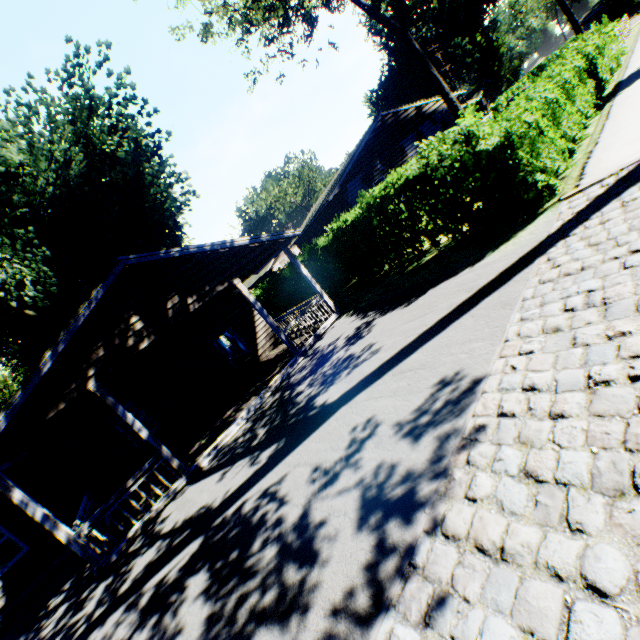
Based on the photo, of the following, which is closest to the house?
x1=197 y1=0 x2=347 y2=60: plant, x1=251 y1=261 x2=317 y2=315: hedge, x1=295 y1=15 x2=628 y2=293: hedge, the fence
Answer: x1=197 y1=0 x2=347 y2=60: plant

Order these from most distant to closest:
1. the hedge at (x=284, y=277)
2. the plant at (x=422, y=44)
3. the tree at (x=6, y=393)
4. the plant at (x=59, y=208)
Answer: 1. the tree at (x=6, y=393)
2. the hedge at (x=284, y=277)
3. the plant at (x=422, y=44)
4. the plant at (x=59, y=208)

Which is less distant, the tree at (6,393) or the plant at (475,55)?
the tree at (6,393)

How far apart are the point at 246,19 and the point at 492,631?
22.3m

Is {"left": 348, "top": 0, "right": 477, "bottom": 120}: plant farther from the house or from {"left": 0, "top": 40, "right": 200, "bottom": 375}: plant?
the house

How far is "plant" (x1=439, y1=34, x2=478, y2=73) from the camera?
57.3m

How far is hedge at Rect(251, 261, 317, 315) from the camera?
20.9m

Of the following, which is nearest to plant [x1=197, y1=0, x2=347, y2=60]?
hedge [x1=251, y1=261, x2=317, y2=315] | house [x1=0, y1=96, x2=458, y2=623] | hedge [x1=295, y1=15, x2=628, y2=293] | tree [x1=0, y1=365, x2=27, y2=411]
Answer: house [x1=0, y1=96, x2=458, y2=623]
